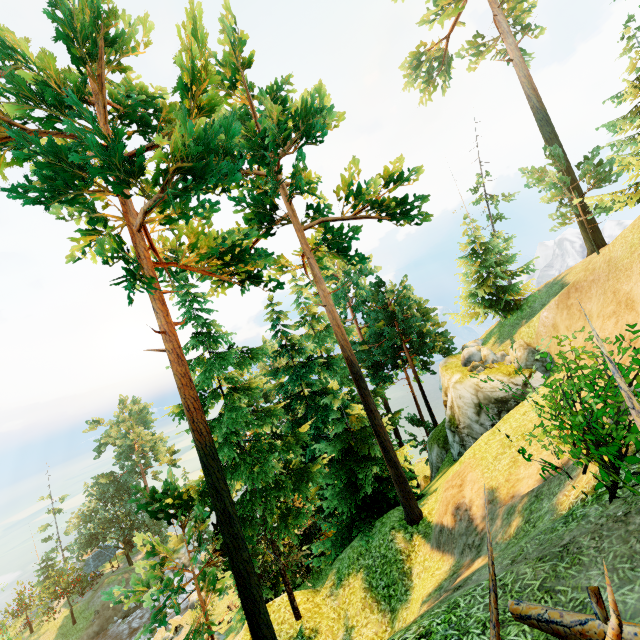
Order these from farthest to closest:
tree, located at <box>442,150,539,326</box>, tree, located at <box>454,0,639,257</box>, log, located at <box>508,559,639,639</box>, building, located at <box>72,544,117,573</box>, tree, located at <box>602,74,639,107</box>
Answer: building, located at <box>72,544,117,573</box>
tree, located at <box>442,150,539,326</box>
tree, located at <box>454,0,639,257</box>
tree, located at <box>602,74,639,107</box>
log, located at <box>508,559,639,639</box>

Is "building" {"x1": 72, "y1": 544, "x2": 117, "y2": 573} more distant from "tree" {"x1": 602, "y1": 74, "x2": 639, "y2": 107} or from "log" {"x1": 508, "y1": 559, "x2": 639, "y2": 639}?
"log" {"x1": 508, "y1": 559, "x2": 639, "y2": 639}

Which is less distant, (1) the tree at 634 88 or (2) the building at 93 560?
(1) the tree at 634 88

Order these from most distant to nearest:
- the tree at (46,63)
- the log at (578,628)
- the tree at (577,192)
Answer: the tree at (577,192)
the tree at (46,63)
the log at (578,628)

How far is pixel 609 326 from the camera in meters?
12.6

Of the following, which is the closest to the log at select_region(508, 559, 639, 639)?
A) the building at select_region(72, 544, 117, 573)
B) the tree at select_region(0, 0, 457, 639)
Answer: the tree at select_region(0, 0, 457, 639)
